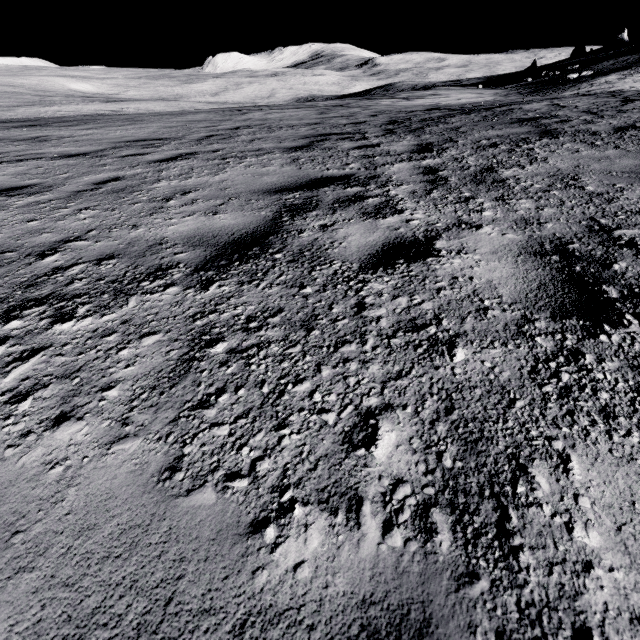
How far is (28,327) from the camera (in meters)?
1.69
